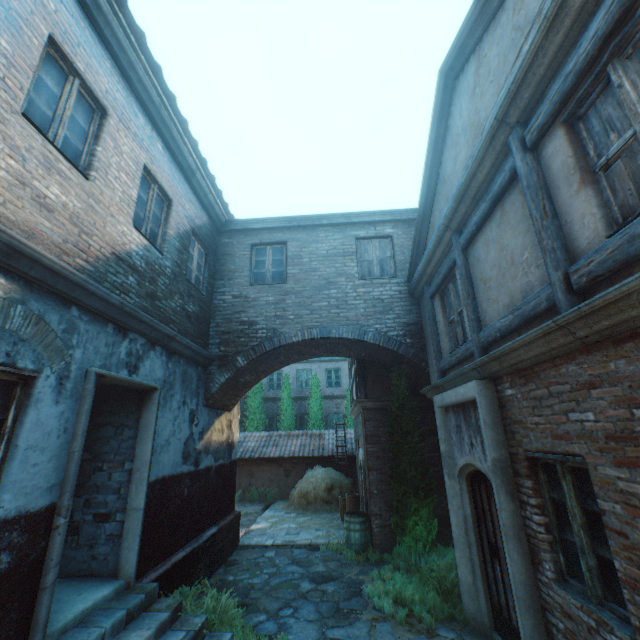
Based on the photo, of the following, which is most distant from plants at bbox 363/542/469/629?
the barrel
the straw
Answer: the straw

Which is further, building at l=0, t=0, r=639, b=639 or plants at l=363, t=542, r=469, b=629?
plants at l=363, t=542, r=469, b=629

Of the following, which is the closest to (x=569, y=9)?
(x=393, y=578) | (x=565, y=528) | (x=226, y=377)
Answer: (x=565, y=528)

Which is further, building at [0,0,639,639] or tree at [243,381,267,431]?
tree at [243,381,267,431]

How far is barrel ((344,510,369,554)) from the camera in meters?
8.4

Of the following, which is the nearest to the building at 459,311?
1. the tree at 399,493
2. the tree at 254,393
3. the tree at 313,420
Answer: the tree at 399,493

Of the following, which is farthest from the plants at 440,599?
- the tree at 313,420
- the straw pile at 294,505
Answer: the tree at 313,420

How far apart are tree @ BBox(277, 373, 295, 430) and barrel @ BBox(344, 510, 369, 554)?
10.83m
